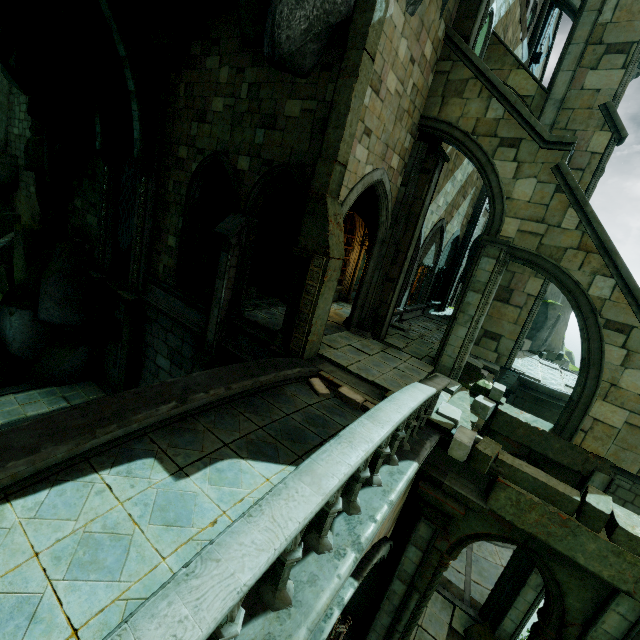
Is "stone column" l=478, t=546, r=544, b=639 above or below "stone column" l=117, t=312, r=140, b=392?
below

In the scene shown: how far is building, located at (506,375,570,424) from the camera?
13.1 meters

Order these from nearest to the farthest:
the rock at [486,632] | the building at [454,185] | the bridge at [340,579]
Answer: the bridge at [340,579] < the rock at [486,632] < the building at [454,185]

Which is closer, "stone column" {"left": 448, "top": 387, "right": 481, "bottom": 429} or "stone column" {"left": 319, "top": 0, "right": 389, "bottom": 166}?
"stone column" {"left": 319, "top": 0, "right": 389, "bottom": 166}

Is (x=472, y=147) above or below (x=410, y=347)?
above

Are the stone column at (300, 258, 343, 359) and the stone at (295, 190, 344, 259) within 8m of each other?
yes

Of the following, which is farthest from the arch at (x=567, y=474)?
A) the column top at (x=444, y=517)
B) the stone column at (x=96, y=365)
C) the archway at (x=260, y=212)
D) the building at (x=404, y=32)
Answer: the stone column at (x=96, y=365)

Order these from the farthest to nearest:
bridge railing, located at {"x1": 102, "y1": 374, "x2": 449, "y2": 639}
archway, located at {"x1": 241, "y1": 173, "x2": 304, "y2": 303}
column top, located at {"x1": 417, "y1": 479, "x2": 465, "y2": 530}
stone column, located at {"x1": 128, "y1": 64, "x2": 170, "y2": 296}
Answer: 1. stone column, located at {"x1": 128, "y1": 64, "x2": 170, "y2": 296}
2. archway, located at {"x1": 241, "y1": 173, "x2": 304, "y2": 303}
3. column top, located at {"x1": 417, "y1": 479, "x2": 465, "y2": 530}
4. bridge railing, located at {"x1": 102, "y1": 374, "x2": 449, "y2": 639}
